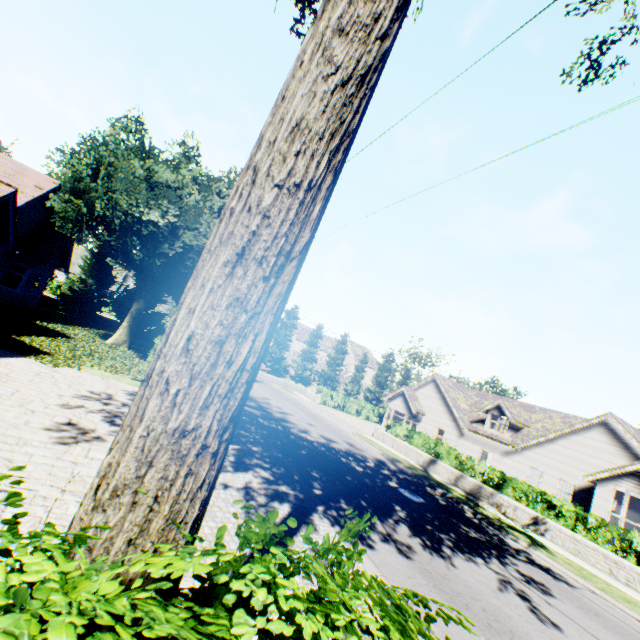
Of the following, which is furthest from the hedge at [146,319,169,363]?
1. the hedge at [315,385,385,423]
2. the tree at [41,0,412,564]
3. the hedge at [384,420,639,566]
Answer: the hedge at [315,385,385,423]

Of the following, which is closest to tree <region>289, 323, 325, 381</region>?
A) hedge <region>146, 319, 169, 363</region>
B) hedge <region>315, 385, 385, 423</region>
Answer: hedge <region>146, 319, 169, 363</region>

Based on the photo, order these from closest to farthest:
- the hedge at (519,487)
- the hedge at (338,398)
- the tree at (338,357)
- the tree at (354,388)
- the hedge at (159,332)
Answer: the hedge at (519,487) < the hedge at (159,332) < the hedge at (338,398) < the tree at (338,357) < the tree at (354,388)

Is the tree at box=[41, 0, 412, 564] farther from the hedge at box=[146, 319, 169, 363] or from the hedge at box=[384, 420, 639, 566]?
the hedge at box=[384, 420, 639, 566]

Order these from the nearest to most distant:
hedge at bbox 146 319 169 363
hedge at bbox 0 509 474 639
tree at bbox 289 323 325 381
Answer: hedge at bbox 0 509 474 639 → hedge at bbox 146 319 169 363 → tree at bbox 289 323 325 381

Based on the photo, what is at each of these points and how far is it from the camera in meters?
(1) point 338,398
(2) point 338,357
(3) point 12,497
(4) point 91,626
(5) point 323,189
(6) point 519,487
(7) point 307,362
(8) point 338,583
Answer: (1) hedge, 37.1
(2) tree, 57.1
(3) hedge, 1.3
(4) tree, 1.3
(5) tree, 1.7
(6) hedge, 16.1
(7) tree, 54.6
(8) hedge, 1.9

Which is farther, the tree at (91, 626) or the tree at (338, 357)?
the tree at (338, 357)
